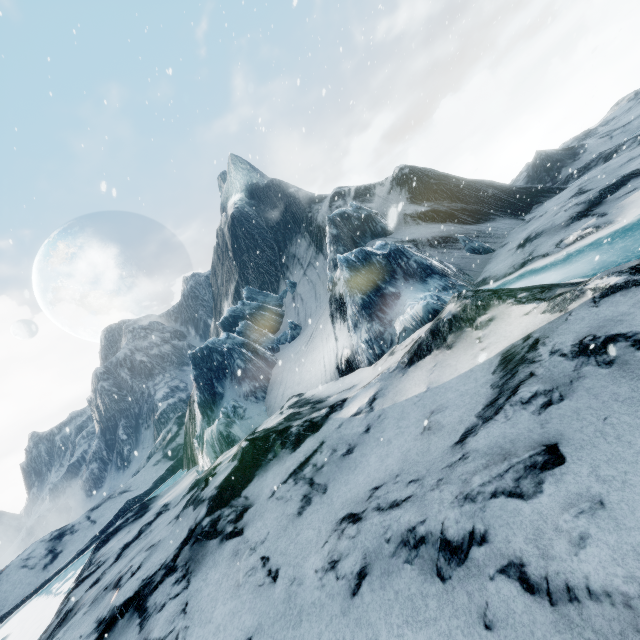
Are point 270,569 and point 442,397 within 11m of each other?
yes
